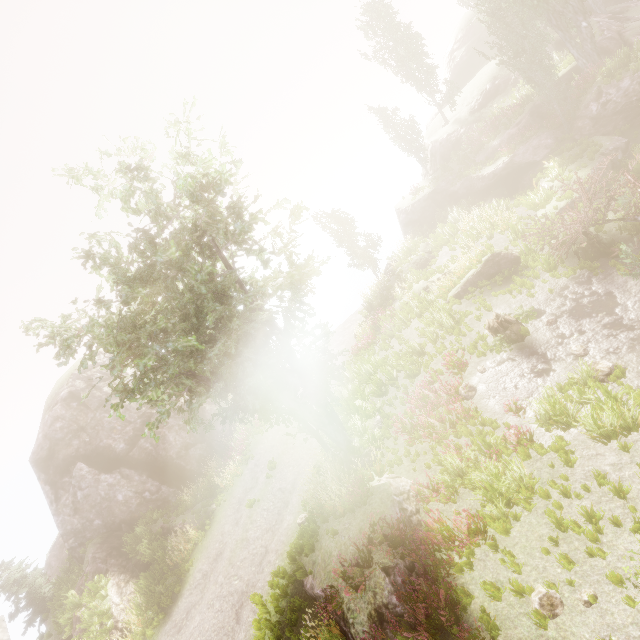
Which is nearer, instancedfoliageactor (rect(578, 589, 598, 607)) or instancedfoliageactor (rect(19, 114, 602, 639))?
instancedfoliageactor (rect(578, 589, 598, 607))

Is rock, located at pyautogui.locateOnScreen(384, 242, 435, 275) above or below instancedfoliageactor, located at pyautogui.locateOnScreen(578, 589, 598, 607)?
above

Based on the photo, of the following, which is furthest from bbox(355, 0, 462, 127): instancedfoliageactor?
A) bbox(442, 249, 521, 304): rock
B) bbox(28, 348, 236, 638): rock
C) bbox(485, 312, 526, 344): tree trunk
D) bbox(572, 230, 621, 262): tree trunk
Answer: bbox(485, 312, 526, 344): tree trunk

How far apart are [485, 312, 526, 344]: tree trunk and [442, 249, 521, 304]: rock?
3.48m

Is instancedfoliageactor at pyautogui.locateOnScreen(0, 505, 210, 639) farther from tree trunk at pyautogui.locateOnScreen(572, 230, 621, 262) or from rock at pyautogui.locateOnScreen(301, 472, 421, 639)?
tree trunk at pyautogui.locateOnScreen(572, 230, 621, 262)

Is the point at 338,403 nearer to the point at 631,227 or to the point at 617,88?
the point at 631,227

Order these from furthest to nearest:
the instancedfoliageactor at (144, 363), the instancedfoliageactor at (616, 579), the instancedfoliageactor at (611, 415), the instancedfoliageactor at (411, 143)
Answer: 1. the instancedfoliageactor at (411, 143)
2. the instancedfoliageactor at (144, 363)
3. the instancedfoliageactor at (611, 415)
4. the instancedfoliageactor at (616, 579)

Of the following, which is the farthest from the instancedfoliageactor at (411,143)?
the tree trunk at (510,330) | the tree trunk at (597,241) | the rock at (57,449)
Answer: the tree trunk at (510,330)
